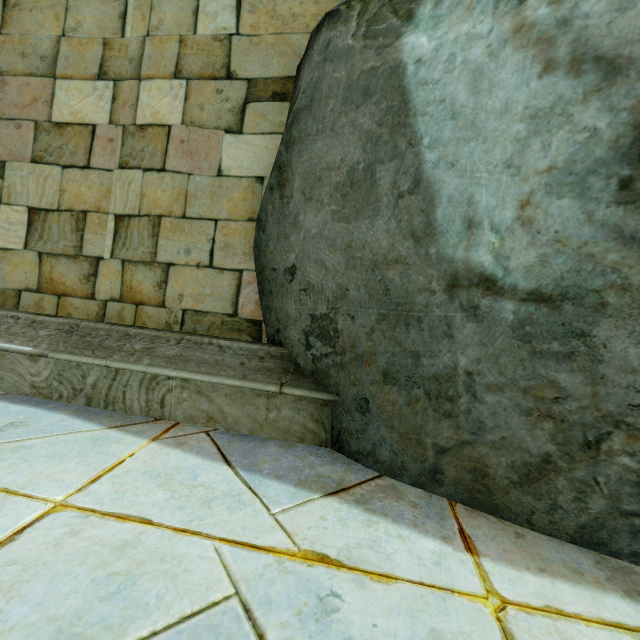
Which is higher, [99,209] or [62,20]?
[62,20]
